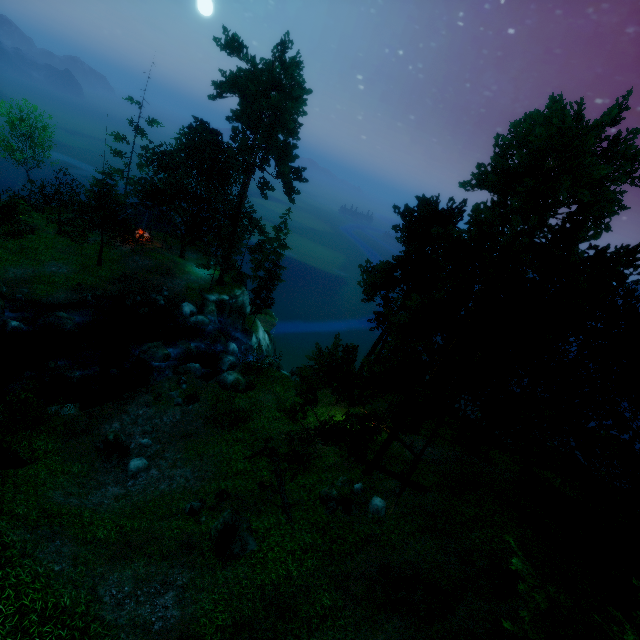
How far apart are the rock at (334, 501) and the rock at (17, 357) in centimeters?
2285cm

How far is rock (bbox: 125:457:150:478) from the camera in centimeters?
1621cm

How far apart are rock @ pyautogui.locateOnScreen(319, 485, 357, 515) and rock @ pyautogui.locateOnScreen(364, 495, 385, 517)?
0.7 meters

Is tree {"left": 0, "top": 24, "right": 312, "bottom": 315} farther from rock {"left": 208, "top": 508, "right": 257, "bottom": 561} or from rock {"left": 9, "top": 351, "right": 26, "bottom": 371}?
rock {"left": 9, "top": 351, "right": 26, "bottom": 371}

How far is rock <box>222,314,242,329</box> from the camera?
37.2 meters

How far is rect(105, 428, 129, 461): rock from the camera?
16.73m

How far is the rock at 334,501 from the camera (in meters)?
14.72

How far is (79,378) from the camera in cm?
2200
